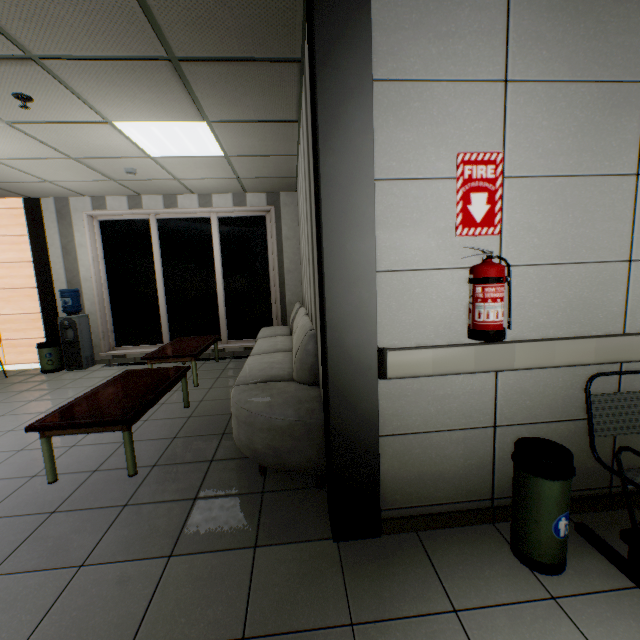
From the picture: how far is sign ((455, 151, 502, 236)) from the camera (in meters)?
1.75

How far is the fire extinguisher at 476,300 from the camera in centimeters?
166cm

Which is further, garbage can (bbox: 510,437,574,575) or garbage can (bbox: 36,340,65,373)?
garbage can (bbox: 36,340,65,373)

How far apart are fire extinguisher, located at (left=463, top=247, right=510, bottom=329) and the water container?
6.85m

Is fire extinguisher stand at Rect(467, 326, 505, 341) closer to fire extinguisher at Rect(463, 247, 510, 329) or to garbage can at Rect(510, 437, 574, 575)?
fire extinguisher at Rect(463, 247, 510, 329)

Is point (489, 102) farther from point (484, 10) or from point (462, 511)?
point (462, 511)

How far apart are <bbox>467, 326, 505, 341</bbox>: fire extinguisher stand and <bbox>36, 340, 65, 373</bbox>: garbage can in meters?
7.2 m

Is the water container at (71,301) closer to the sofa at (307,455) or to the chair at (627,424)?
the sofa at (307,455)
